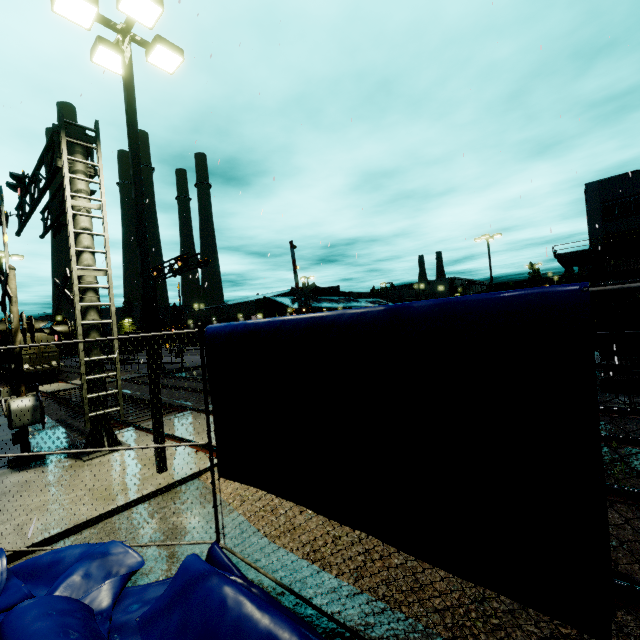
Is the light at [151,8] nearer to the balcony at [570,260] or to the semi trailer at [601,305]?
the semi trailer at [601,305]

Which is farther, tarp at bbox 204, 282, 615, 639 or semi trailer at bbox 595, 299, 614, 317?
semi trailer at bbox 595, 299, 614, 317

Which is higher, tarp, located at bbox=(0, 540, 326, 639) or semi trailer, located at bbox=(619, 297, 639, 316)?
semi trailer, located at bbox=(619, 297, 639, 316)

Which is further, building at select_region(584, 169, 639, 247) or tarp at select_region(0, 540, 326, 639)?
building at select_region(584, 169, 639, 247)

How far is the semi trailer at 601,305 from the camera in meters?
11.3 m

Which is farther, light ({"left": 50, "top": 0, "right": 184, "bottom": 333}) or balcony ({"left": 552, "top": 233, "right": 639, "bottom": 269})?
balcony ({"left": 552, "top": 233, "right": 639, "bottom": 269})

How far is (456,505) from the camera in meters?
2.2 m

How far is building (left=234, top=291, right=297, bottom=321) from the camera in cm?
5299
